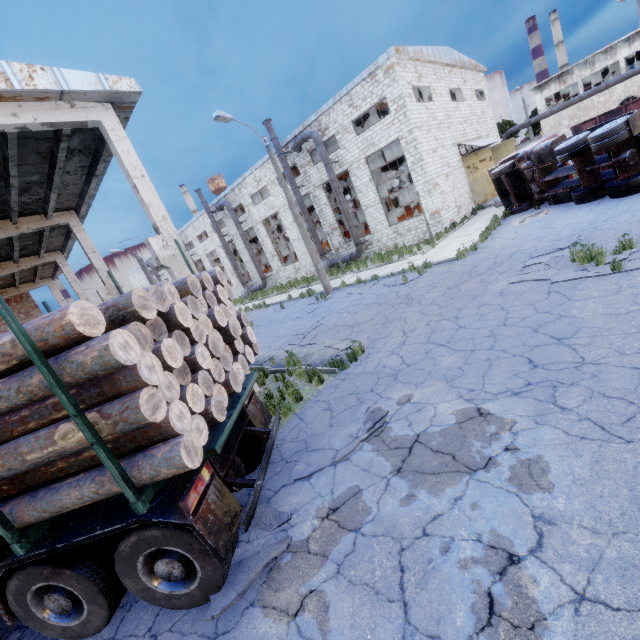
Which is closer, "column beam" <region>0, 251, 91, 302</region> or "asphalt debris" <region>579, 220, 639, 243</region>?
"asphalt debris" <region>579, 220, 639, 243</region>

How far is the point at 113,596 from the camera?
3.9 meters

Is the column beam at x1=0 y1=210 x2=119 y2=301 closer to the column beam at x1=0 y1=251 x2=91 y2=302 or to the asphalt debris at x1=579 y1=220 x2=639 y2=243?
the column beam at x1=0 y1=251 x2=91 y2=302

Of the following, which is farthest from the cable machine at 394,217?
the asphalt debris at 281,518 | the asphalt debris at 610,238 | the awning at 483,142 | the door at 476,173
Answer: the asphalt debris at 281,518

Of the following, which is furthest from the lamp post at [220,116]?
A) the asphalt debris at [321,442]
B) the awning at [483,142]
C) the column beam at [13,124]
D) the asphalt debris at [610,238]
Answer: the awning at [483,142]

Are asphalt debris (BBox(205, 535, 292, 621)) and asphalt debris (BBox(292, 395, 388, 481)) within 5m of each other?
yes

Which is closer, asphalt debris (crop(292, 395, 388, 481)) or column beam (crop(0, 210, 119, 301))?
asphalt debris (crop(292, 395, 388, 481))

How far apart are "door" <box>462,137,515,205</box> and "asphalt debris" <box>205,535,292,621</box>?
27.4 meters
